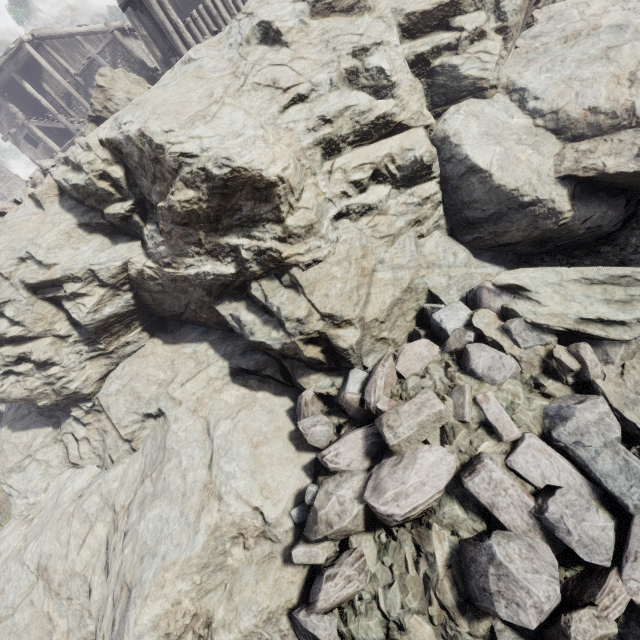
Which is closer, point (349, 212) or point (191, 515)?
point (191, 515)

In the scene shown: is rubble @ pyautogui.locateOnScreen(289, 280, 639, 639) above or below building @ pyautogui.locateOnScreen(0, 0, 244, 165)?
below

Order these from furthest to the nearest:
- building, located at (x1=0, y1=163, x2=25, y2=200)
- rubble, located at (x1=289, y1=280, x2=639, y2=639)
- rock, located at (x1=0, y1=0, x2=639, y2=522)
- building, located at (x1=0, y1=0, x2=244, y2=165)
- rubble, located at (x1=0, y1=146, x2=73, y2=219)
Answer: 1. building, located at (x1=0, y1=163, x2=25, y2=200)
2. building, located at (x1=0, y1=0, x2=244, y2=165)
3. rubble, located at (x1=0, y1=146, x2=73, y2=219)
4. rock, located at (x1=0, y1=0, x2=639, y2=522)
5. rubble, located at (x1=289, y1=280, x2=639, y2=639)

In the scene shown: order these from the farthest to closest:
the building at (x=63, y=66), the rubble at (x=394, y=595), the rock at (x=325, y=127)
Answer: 1. the building at (x=63, y=66)
2. the rock at (x=325, y=127)
3. the rubble at (x=394, y=595)

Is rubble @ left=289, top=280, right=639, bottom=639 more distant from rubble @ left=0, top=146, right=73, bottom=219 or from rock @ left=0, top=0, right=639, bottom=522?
rubble @ left=0, top=146, right=73, bottom=219

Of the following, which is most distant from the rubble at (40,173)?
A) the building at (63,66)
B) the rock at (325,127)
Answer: the building at (63,66)

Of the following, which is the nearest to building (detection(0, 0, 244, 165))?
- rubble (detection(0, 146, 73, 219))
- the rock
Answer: the rock
